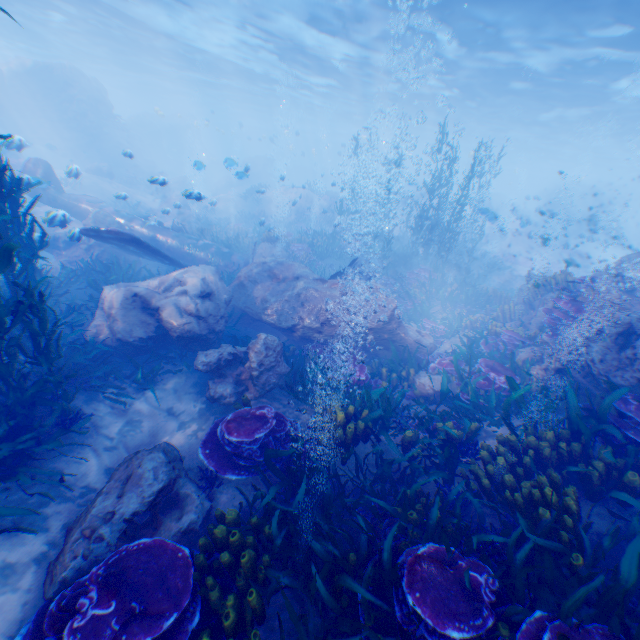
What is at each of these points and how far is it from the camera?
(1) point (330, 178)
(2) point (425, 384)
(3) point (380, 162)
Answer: (1) submarine, 53.16m
(2) rock, 8.16m
(3) submarine, 50.66m

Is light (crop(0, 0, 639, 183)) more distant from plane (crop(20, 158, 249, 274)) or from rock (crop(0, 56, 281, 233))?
plane (crop(20, 158, 249, 274))

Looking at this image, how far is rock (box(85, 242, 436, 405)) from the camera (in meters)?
7.62

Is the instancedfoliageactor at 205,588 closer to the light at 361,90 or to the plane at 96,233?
the plane at 96,233

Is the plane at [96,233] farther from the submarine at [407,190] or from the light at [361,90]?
the light at [361,90]

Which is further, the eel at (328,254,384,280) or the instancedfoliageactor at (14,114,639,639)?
the eel at (328,254,384,280)

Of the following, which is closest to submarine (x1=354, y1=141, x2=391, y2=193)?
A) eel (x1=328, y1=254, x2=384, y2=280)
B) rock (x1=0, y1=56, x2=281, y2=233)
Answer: rock (x1=0, y1=56, x2=281, y2=233)

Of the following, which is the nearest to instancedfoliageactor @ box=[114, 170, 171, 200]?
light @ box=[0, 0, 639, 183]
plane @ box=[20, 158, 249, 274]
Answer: plane @ box=[20, 158, 249, 274]
